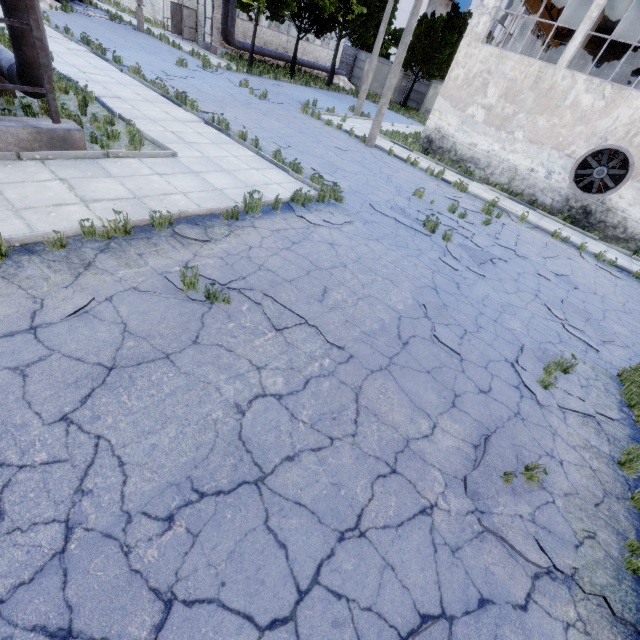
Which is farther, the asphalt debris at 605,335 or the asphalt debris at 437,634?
the asphalt debris at 605,335

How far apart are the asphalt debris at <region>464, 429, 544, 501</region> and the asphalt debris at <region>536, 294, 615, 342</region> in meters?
4.6

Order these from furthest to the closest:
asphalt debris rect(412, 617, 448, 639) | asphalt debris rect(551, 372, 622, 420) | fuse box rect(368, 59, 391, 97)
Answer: fuse box rect(368, 59, 391, 97) → asphalt debris rect(551, 372, 622, 420) → asphalt debris rect(412, 617, 448, 639)

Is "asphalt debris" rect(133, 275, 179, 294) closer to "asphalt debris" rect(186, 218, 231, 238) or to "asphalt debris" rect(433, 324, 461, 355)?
"asphalt debris" rect(186, 218, 231, 238)

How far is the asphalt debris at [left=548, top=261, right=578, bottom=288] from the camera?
9.8m

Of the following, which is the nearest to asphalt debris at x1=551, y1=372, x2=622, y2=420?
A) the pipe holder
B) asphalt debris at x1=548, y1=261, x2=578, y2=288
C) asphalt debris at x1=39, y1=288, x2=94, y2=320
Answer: asphalt debris at x1=548, y1=261, x2=578, y2=288

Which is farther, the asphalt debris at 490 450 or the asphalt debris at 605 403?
the asphalt debris at 605 403

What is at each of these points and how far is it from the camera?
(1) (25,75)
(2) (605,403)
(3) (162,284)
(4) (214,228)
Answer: (1) pipe, 6.5m
(2) asphalt debris, 5.8m
(3) asphalt debris, 4.9m
(4) asphalt debris, 6.6m
